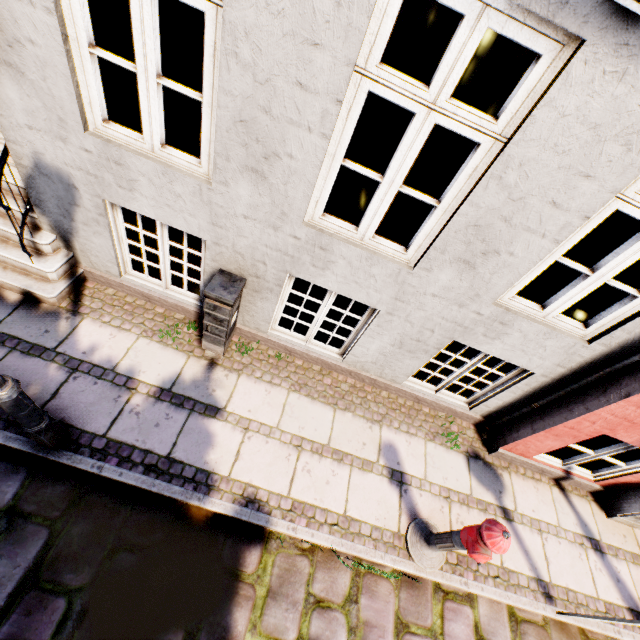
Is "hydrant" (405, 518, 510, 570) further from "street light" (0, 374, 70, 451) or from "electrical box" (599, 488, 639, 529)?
"street light" (0, 374, 70, 451)

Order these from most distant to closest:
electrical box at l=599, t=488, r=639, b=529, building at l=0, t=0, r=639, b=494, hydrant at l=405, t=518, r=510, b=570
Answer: electrical box at l=599, t=488, r=639, b=529
hydrant at l=405, t=518, r=510, b=570
building at l=0, t=0, r=639, b=494

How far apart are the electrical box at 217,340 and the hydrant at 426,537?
2.9m

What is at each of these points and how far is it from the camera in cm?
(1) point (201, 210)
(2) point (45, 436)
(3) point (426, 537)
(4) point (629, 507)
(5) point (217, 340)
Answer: (1) building, 308
(2) street light, 277
(3) hydrant, 350
(4) electrical box, 436
(5) electrical box, 371

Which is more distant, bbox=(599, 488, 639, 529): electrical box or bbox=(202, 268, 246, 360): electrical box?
bbox=(599, 488, 639, 529): electrical box

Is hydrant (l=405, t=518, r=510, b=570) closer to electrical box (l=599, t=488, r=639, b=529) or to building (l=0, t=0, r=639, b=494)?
building (l=0, t=0, r=639, b=494)

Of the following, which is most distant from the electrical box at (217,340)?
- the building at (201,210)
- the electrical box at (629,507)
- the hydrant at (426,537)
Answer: the electrical box at (629,507)

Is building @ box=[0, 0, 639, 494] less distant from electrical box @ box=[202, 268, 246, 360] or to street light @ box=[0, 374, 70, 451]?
electrical box @ box=[202, 268, 246, 360]
